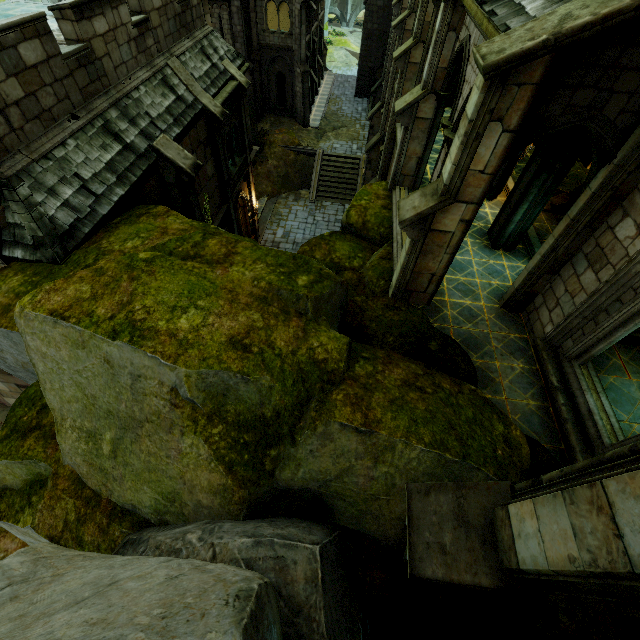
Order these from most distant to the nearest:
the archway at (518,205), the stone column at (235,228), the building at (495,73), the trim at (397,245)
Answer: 1. the stone column at (235,228)
2. the trim at (397,245)
3. the archway at (518,205)
4. the building at (495,73)

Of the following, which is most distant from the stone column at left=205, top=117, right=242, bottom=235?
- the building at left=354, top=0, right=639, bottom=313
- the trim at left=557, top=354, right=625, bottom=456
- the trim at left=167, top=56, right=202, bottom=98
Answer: the trim at left=557, top=354, right=625, bottom=456

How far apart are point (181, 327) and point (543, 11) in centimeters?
780cm

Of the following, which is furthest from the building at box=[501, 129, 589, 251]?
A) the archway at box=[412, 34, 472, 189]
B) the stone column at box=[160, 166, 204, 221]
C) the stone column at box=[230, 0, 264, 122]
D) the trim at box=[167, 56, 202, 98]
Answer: the stone column at box=[230, 0, 264, 122]

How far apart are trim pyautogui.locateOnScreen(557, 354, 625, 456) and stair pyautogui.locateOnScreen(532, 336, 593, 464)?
0.02m

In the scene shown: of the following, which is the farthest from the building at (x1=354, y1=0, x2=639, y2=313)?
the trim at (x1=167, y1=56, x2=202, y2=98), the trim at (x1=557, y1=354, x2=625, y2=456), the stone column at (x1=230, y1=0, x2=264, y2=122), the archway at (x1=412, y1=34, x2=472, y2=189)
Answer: the stone column at (x1=230, y1=0, x2=264, y2=122)

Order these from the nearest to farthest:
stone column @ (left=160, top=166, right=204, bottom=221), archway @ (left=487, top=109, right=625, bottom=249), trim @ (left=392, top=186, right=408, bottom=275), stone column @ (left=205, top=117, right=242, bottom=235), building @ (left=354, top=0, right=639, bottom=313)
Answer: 1. building @ (left=354, top=0, right=639, bottom=313)
2. archway @ (left=487, top=109, right=625, bottom=249)
3. trim @ (left=392, top=186, right=408, bottom=275)
4. stone column @ (left=160, top=166, right=204, bottom=221)
5. stone column @ (left=205, top=117, right=242, bottom=235)

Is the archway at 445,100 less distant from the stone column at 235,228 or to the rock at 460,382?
the rock at 460,382
